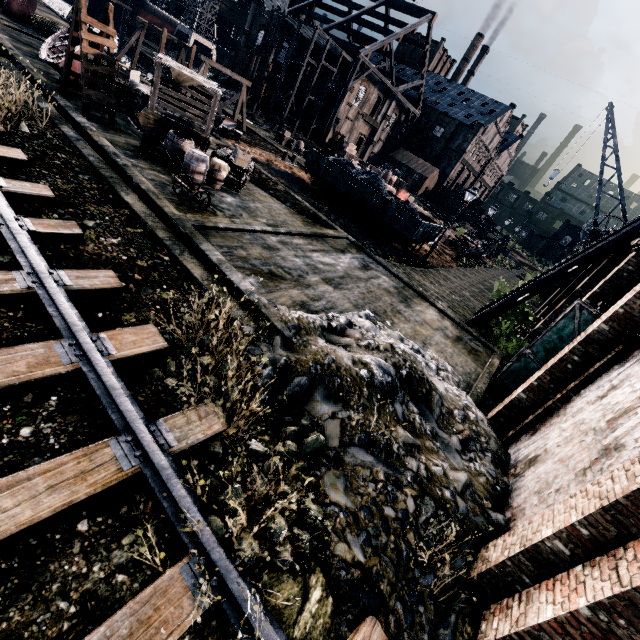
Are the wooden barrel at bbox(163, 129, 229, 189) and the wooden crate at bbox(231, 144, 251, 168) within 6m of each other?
yes

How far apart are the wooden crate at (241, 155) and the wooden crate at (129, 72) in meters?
8.5

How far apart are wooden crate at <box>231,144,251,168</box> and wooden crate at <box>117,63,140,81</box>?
8.53m

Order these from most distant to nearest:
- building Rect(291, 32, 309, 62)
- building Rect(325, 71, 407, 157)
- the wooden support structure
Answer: building Rect(291, 32, 309, 62) < building Rect(325, 71, 407, 157) < the wooden support structure

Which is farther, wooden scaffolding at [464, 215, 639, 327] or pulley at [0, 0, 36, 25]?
pulley at [0, 0, 36, 25]

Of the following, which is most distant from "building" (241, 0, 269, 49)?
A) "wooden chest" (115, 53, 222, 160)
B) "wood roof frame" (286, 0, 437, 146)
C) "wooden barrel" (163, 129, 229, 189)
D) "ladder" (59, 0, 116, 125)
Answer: "wooden barrel" (163, 129, 229, 189)

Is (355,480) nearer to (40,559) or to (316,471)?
(316,471)

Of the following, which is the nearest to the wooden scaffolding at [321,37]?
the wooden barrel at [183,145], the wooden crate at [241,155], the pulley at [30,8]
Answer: the pulley at [30,8]
